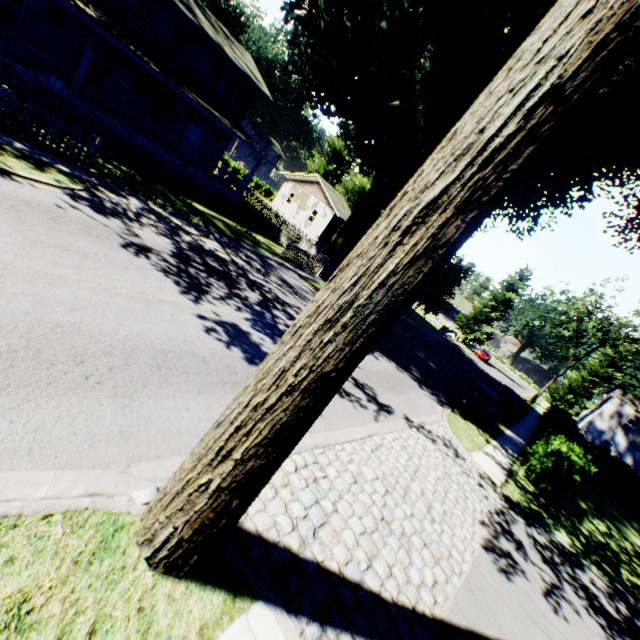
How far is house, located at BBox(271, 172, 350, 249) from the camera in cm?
3544

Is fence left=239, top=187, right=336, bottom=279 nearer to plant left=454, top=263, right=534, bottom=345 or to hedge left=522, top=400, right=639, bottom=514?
plant left=454, top=263, right=534, bottom=345

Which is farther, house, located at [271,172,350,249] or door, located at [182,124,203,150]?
house, located at [271,172,350,249]

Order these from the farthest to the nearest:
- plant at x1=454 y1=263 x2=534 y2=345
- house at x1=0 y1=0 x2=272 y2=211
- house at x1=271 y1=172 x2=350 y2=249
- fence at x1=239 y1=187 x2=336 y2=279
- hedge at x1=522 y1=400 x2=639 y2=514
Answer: plant at x1=454 y1=263 x2=534 y2=345, house at x1=271 y1=172 x2=350 y2=249, fence at x1=239 y1=187 x2=336 y2=279, house at x1=0 y1=0 x2=272 y2=211, hedge at x1=522 y1=400 x2=639 y2=514

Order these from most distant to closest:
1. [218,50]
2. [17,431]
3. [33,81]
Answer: [218,50] → [33,81] → [17,431]

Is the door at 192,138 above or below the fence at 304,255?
above

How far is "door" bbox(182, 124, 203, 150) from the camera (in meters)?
23.19

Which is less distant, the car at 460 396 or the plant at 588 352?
the car at 460 396
